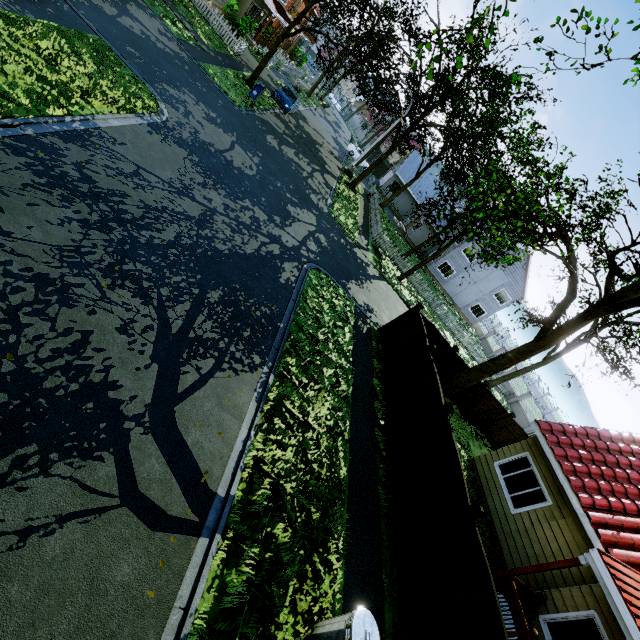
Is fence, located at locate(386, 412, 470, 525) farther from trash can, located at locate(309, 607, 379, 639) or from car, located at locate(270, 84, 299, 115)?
car, located at locate(270, 84, 299, 115)

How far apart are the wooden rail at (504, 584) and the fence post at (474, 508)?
3.0m

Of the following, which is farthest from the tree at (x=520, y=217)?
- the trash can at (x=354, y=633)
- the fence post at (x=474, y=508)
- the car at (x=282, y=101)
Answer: the trash can at (x=354, y=633)

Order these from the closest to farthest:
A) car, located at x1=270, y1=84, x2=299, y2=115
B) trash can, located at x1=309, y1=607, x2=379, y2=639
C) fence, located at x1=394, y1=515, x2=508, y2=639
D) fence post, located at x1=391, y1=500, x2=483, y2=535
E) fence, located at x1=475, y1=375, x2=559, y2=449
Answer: trash can, located at x1=309, y1=607, x2=379, y2=639 < fence, located at x1=394, y1=515, x2=508, y2=639 < fence post, located at x1=391, y1=500, x2=483, y2=535 < fence, located at x1=475, y1=375, x2=559, y2=449 < car, located at x1=270, y1=84, x2=299, y2=115

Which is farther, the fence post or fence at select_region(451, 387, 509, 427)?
fence at select_region(451, 387, 509, 427)

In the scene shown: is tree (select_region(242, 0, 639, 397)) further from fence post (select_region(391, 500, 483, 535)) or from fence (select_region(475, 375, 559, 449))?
fence post (select_region(391, 500, 483, 535))

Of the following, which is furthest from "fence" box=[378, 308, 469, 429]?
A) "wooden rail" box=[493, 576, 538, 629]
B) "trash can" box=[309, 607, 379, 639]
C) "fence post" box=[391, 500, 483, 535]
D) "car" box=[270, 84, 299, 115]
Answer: "car" box=[270, 84, 299, 115]

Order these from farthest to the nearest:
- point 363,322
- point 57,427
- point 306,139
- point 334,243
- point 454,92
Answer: point 306,139 < point 454,92 < point 334,243 < point 363,322 < point 57,427
